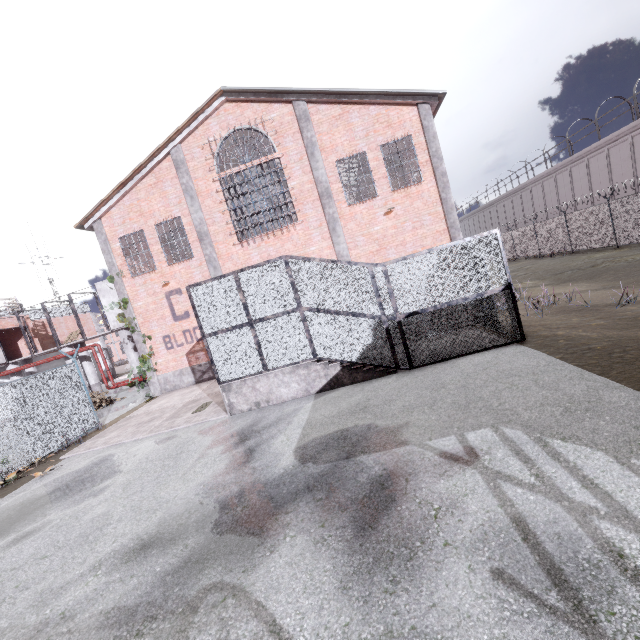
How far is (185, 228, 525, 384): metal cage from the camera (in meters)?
8.47

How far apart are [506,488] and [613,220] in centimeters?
2321cm

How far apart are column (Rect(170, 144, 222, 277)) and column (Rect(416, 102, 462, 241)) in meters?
10.4 m

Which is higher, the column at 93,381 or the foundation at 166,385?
the column at 93,381

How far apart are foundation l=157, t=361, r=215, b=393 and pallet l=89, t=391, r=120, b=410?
3.95m

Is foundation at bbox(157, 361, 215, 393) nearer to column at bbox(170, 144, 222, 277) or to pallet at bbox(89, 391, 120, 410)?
column at bbox(170, 144, 222, 277)

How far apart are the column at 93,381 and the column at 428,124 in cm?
2400

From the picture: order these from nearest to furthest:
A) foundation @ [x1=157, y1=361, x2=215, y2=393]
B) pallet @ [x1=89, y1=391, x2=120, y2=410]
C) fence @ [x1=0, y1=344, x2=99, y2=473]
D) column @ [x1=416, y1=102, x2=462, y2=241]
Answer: fence @ [x1=0, y1=344, x2=99, y2=473]
column @ [x1=416, y1=102, x2=462, y2=241]
foundation @ [x1=157, y1=361, x2=215, y2=393]
pallet @ [x1=89, y1=391, x2=120, y2=410]
